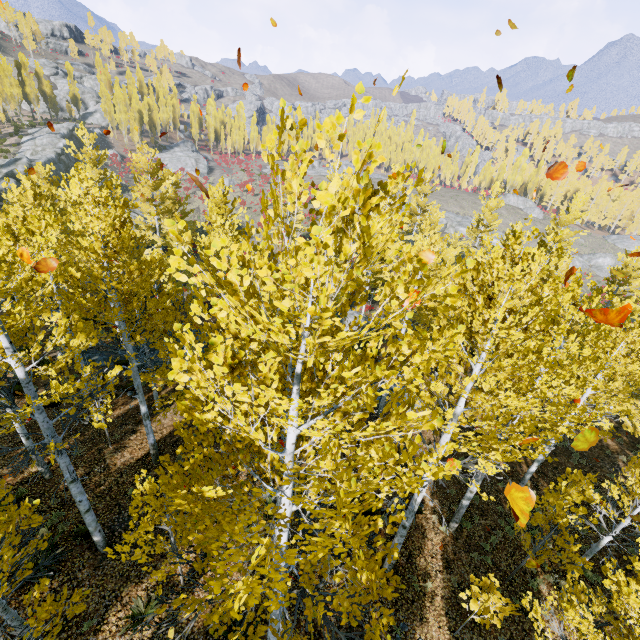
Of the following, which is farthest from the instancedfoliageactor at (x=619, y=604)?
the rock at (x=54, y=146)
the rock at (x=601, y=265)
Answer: the rock at (x=601, y=265)

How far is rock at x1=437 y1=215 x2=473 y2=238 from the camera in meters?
56.4

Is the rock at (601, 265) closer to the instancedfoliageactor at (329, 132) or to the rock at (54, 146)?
the instancedfoliageactor at (329, 132)

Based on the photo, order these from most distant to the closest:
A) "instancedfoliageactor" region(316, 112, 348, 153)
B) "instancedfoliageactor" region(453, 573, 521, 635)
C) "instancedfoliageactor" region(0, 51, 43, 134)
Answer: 1. "instancedfoliageactor" region(0, 51, 43, 134)
2. "instancedfoliageactor" region(453, 573, 521, 635)
3. "instancedfoliageactor" region(316, 112, 348, 153)

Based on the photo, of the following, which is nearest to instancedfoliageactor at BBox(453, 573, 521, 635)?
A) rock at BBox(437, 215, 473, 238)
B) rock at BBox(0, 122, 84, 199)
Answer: rock at BBox(0, 122, 84, 199)

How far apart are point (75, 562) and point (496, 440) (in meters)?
11.47

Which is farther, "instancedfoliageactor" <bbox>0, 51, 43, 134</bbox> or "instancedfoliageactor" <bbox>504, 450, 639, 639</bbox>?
"instancedfoliageactor" <bbox>0, 51, 43, 134</bbox>

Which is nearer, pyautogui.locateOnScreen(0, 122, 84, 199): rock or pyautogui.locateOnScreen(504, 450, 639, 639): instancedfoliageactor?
pyautogui.locateOnScreen(504, 450, 639, 639): instancedfoliageactor
